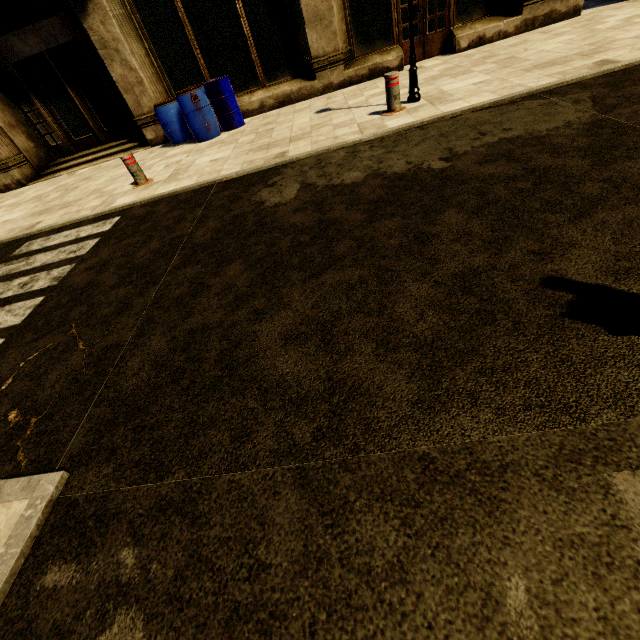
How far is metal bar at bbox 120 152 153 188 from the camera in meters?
6.0

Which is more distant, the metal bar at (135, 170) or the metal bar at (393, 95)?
the metal bar at (135, 170)

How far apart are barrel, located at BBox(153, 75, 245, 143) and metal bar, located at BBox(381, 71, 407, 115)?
4.3 meters

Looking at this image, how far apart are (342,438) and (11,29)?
13.7m

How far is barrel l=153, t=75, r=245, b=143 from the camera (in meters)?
7.41

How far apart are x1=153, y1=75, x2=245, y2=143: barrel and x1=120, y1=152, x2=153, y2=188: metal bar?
2.2 meters

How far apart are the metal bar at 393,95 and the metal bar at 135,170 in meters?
4.8

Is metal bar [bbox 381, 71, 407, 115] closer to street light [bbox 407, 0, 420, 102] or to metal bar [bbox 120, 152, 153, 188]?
street light [bbox 407, 0, 420, 102]
